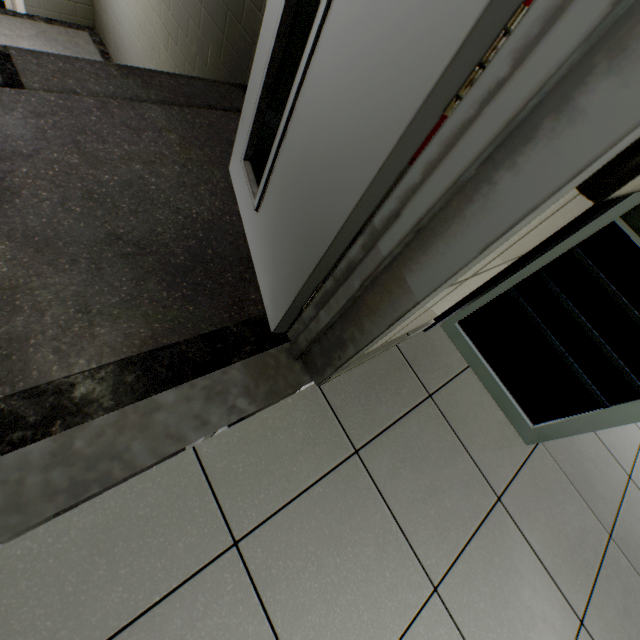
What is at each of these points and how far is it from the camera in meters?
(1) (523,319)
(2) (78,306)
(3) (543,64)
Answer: (1) doorway, 1.5
(2) stairs, 1.1
(3) door, 0.5

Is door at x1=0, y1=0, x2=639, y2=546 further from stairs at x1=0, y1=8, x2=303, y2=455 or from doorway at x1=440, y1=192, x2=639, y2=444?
doorway at x1=440, y1=192, x2=639, y2=444

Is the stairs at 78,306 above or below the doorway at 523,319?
below

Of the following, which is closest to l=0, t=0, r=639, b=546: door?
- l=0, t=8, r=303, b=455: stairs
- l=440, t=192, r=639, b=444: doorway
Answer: l=0, t=8, r=303, b=455: stairs

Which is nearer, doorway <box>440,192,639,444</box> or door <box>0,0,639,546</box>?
door <box>0,0,639,546</box>

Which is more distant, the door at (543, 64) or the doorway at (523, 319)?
the doorway at (523, 319)

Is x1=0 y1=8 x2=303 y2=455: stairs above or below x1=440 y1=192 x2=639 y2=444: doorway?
below
